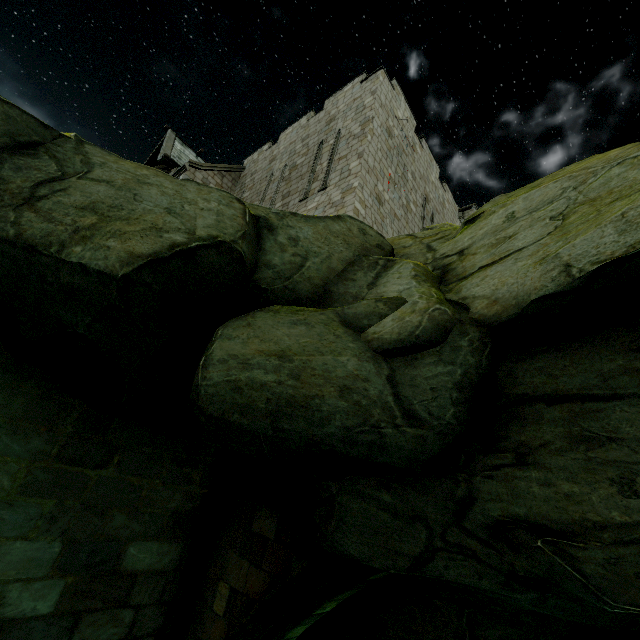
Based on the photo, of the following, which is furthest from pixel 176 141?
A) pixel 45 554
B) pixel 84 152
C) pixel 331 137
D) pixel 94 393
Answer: pixel 45 554

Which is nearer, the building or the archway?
the archway

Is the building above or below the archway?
above

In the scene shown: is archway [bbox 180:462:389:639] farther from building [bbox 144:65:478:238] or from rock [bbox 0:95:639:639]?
building [bbox 144:65:478:238]

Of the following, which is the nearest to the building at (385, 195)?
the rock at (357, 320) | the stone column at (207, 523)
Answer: the rock at (357, 320)

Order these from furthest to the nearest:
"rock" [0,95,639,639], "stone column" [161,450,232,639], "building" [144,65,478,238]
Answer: "building" [144,65,478,238] < "stone column" [161,450,232,639] < "rock" [0,95,639,639]

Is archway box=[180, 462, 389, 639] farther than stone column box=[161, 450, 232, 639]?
No

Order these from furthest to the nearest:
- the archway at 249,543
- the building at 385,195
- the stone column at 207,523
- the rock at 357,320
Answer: the building at 385,195 → the stone column at 207,523 → the archway at 249,543 → the rock at 357,320
